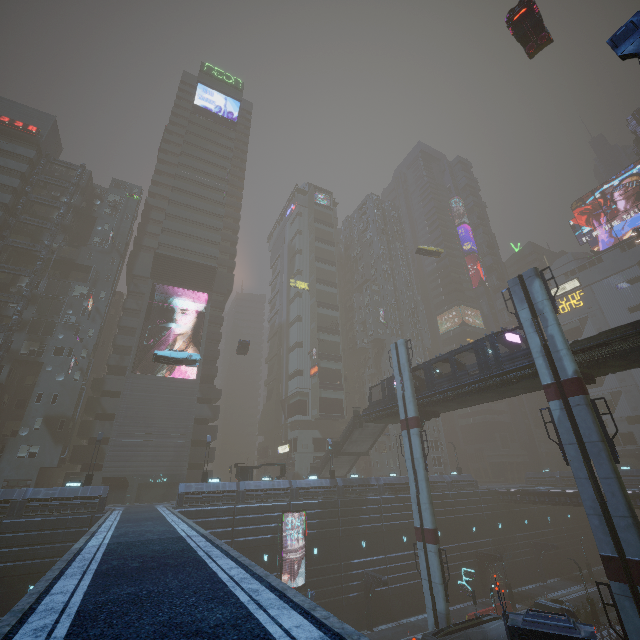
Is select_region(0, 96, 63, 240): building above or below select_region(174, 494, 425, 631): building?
above

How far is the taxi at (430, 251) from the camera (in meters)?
52.53

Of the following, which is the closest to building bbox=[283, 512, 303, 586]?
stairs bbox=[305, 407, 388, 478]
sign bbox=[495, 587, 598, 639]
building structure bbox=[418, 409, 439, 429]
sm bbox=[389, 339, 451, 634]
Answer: sign bbox=[495, 587, 598, 639]

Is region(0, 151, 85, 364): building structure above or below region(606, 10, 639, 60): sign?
above

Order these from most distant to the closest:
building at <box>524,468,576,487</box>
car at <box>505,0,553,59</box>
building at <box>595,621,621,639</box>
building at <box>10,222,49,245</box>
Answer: building at <box>524,468,576,487</box> → building at <box>10,222,49,245</box> → building at <box>595,621,621,639</box> → car at <box>505,0,553,59</box>

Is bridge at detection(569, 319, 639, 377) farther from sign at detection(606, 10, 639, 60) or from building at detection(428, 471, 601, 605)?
sign at detection(606, 10, 639, 60)

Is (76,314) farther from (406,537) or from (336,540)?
(406,537)

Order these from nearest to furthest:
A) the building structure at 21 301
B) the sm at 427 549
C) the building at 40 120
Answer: the sm at 427 549, the building structure at 21 301, the building at 40 120
